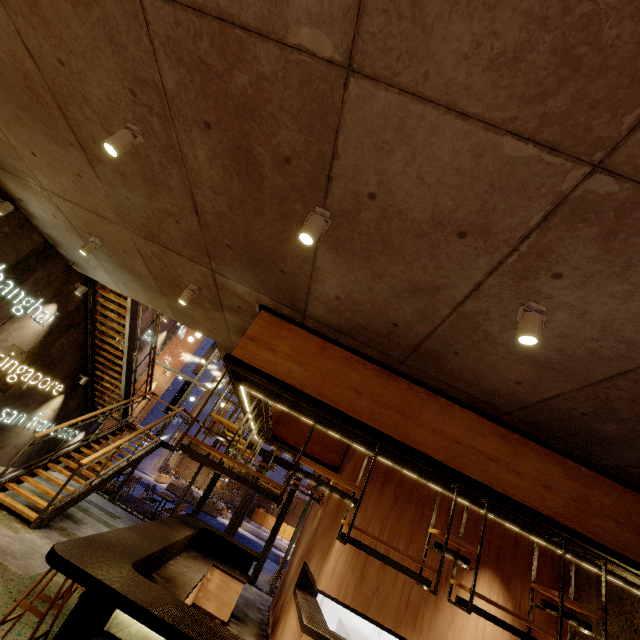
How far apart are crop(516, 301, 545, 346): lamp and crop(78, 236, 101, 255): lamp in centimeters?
636cm

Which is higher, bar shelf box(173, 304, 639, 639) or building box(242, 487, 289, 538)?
bar shelf box(173, 304, 639, 639)

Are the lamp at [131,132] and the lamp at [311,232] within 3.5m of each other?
yes

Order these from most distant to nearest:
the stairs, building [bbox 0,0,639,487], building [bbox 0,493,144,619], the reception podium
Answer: the reception podium, the stairs, building [bbox 0,493,144,619], building [bbox 0,0,639,487]

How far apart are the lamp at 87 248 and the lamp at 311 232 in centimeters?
465cm

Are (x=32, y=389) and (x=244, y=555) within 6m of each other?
no

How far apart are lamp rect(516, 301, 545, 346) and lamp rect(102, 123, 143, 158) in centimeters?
378cm

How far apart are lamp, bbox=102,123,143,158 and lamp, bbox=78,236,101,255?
3.2 meters
